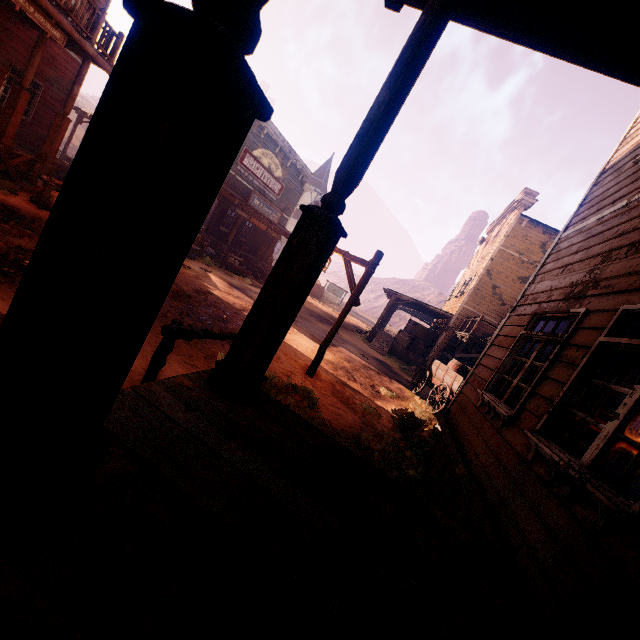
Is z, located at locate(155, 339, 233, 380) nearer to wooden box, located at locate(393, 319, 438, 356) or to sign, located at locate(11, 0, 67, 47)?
wooden box, located at locate(393, 319, 438, 356)

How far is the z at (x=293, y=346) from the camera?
5.5 meters

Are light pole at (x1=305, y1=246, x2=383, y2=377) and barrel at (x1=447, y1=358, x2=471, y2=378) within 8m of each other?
yes

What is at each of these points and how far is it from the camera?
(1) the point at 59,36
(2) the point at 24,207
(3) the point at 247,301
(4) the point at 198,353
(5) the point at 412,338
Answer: (1) sign, 8.8m
(2) z, 8.3m
(3) z, 12.4m
(4) z, 5.6m
(5) wooden box, 20.2m

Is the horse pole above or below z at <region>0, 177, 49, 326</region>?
above

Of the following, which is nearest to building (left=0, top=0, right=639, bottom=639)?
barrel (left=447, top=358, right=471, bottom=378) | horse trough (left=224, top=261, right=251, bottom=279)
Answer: barrel (left=447, top=358, right=471, bottom=378)

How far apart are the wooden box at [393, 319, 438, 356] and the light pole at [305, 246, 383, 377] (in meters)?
13.11

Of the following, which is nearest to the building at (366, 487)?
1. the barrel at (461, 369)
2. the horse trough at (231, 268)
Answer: the barrel at (461, 369)
